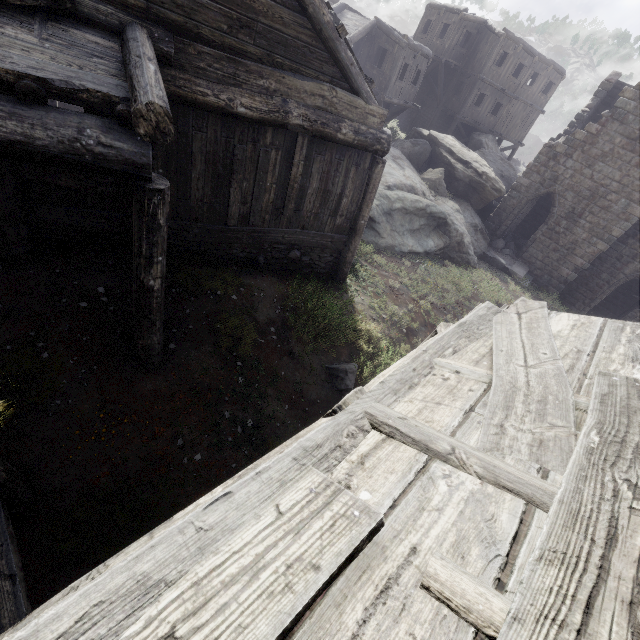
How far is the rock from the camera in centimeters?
1357cm

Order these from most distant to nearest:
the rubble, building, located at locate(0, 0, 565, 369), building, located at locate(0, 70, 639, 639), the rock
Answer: the rubble → the rock → building, located at locate(0, 0, 565, 369) → building, located at locate(0, 70, 639, 639)

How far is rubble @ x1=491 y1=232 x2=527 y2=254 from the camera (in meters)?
20.27

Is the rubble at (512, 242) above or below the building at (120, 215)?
below

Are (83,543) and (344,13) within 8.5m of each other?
no

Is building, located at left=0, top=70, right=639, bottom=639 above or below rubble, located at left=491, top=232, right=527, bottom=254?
above
